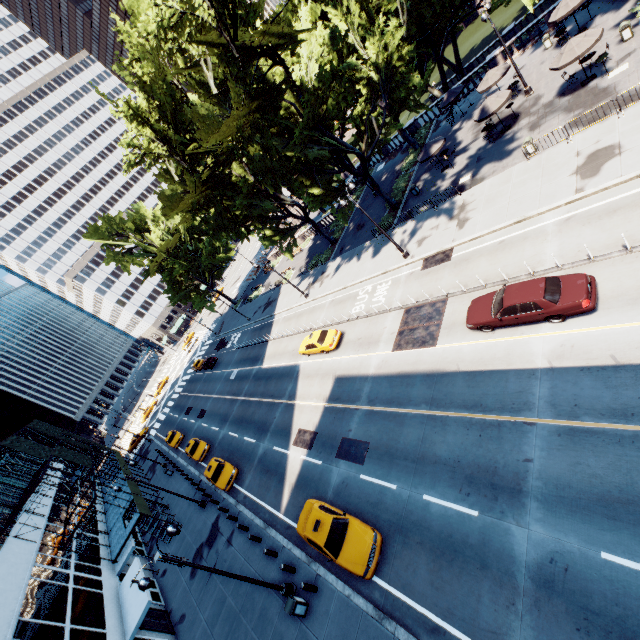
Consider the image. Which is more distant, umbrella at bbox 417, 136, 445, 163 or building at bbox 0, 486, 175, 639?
umbrella at bbox 417, 136, 445, 163

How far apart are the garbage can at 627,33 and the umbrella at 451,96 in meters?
12.6

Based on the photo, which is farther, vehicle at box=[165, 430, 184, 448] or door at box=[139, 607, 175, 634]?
vehicle at box=[165, 430, 184, 448]

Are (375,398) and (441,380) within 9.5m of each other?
yes

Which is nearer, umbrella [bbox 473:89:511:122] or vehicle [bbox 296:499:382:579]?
vehicle [bbox 296:499:382:579]

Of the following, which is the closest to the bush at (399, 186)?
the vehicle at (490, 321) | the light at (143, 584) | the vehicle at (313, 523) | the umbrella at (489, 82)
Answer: the umbrella at (489, 82)

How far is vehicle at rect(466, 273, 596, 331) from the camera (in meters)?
12.65

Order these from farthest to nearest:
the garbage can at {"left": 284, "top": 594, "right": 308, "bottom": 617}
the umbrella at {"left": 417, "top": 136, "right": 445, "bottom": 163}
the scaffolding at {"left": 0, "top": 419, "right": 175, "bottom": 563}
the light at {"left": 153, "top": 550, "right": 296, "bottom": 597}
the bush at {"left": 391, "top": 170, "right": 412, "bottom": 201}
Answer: the bush at {"left": 391, "top": 170, "right": 412, "bottom": 201} < the umbrella at {"left": 417, "top": 136, "right": 445, "bottom": 163} < the scaffolding at {"left": 0, "top": 419, "right": 175, "bottom": 563} < the garbage can at {"left": 284, "top": 594, "right": 308, "bottom": 617} < the light at {"left": 153, "top": 550, "right": 296, "bottom": 597}
